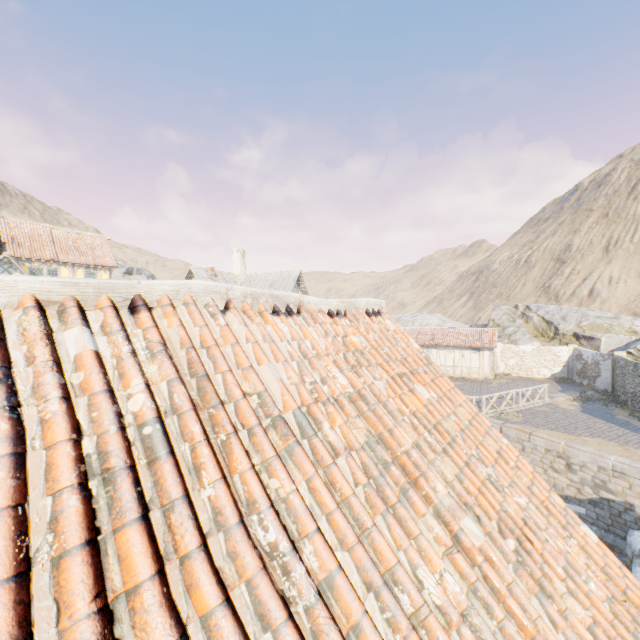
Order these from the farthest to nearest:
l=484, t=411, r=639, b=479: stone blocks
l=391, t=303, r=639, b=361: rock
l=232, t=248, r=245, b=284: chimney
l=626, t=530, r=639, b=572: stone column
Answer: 1. l=232, t=248, r=245, b=284: chimney
2. l=391, t=303, r=639, b=361: rock
3. l=484, t=411, r=639, b=479: stone blocks
4. l=626, t=530, r=639, b=572: stone column

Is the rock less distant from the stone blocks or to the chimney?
the stone blocks

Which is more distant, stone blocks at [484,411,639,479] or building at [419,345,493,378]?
building at [419,345,493,378]

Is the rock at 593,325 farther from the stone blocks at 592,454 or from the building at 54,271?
the building at 54,271

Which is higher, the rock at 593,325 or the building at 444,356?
the rock at 593,325

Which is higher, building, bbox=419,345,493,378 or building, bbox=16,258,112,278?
building, bbox=16,258,112,278

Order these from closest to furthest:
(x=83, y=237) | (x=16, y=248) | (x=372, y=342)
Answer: (x=372, y=342) → (x=16, y=248) → (x=83, y=237)

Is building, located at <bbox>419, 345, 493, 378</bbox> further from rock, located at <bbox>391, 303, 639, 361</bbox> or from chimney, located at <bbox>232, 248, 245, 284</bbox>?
chimney, located at <bbox>232, 248, 245, 284</bbox>
